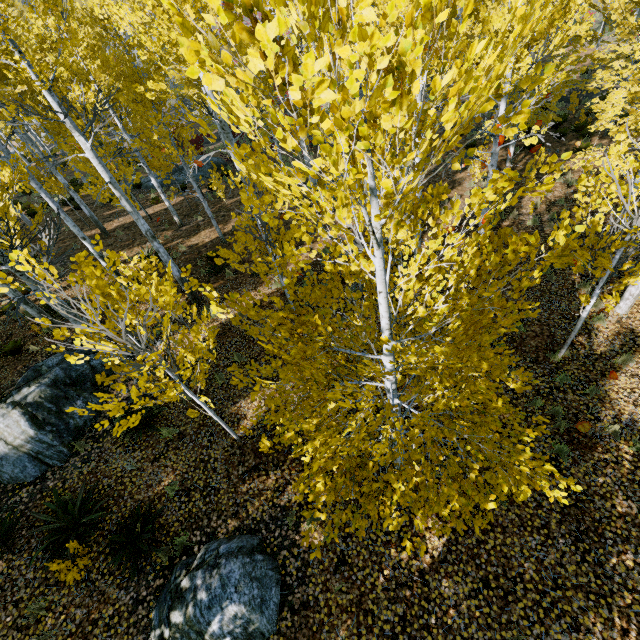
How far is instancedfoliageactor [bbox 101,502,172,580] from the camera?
5.36m

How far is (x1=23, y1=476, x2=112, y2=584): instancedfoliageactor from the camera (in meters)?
5.06

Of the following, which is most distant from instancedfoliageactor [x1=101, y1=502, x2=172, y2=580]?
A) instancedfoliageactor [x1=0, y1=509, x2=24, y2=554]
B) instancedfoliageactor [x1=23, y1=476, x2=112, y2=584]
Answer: instancedfoliageactor [x1=0, y1=509, x2=24, y2=554]

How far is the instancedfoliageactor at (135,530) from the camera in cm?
536

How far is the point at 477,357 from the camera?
3.2m

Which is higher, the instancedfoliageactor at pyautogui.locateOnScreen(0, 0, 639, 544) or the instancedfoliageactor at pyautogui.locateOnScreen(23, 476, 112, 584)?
the instancedfoliageactor at pyautogui.locateOnScreen(0, 0, 639, 544)

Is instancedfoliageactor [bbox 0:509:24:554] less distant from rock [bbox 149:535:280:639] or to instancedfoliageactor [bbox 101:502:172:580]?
instancedfoliageactor [bbox 101:502:172:580]

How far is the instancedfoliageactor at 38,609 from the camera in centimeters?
498cm
